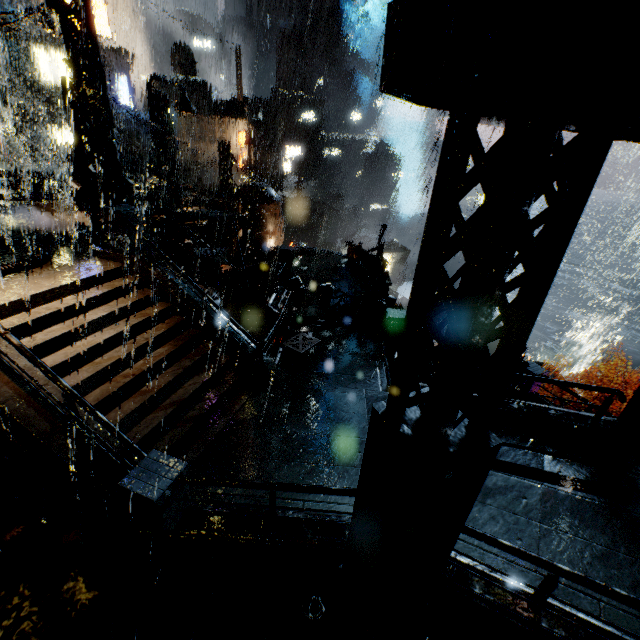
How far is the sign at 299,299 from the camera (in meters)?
15.52

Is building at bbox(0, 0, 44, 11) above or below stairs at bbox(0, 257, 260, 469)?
above

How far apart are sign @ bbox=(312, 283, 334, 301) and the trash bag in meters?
1.7

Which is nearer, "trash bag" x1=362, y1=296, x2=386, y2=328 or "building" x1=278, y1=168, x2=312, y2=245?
"trash bag" x1=362, y1=296, x2=386, y2=328

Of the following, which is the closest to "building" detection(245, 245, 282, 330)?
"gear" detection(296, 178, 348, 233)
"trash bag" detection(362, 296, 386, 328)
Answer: "trash bag" detection(362, 296, 386, 328)

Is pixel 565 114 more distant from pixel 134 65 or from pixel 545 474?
pixel 134 65

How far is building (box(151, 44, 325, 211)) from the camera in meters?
27.2

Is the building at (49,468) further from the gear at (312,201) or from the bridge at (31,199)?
the gear at (312,201)
